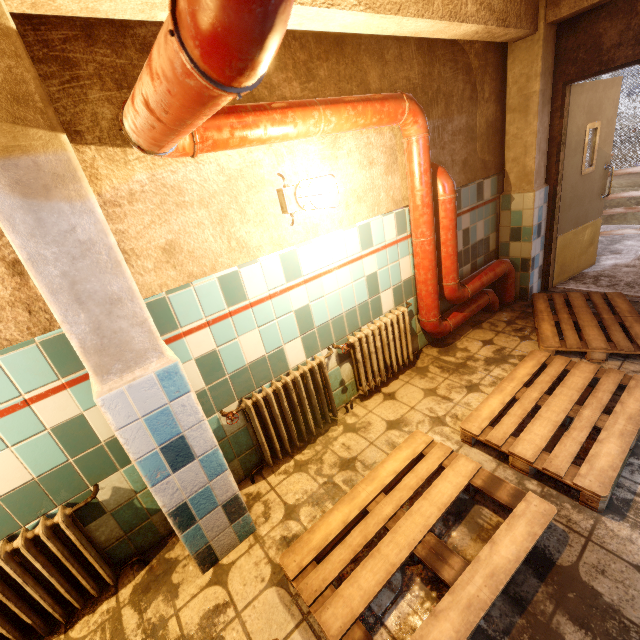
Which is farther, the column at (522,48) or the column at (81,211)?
the column at (522,48)

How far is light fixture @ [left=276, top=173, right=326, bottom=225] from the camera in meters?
2.0

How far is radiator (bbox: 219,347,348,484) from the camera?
2.20m

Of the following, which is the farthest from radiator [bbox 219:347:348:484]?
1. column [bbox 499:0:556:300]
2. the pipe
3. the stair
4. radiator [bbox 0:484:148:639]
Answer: the stair

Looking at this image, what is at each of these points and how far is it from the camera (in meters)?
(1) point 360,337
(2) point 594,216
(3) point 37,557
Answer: (1) radiator, 2.66
(2) door, 4.09
(3) radiator, 1.55

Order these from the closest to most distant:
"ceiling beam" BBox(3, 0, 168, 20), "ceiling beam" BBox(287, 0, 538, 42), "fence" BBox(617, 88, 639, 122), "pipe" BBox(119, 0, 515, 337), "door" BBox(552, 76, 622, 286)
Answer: "pipe" BBox(119, 0, 515, 337), "ceiling beam" BBox(3, 0, 168, 20), "ceiling beam" BBox(287, 0, 538, 42), "door" BBox(552, 76, 622, 286), "fence" BBox(617, 88, 639, 122)

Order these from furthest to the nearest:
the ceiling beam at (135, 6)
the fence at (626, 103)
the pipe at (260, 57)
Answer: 1. the fence at (626, 103)
2. the ceiling beam at (135, 6)
3. the pipe at (260, 57)

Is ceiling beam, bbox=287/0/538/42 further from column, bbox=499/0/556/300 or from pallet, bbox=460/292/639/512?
pallet, bbox=460/292/639/512
